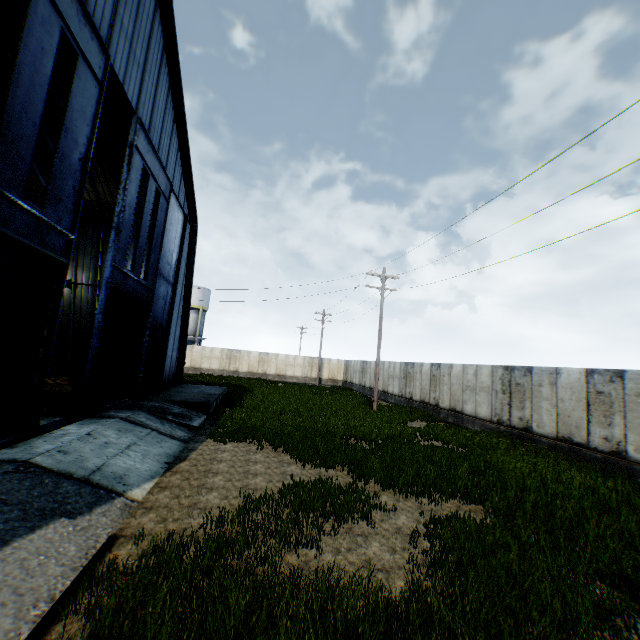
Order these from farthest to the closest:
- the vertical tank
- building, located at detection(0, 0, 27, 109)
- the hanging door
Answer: the vertical tank, building, located at detection(0, 0, 27, 109), the hanging door

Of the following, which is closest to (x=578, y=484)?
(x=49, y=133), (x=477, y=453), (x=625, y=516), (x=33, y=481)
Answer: (x=625, y=516)

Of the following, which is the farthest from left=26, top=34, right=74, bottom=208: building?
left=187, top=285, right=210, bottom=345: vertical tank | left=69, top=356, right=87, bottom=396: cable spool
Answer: left=187, top=285, right=210, bottom=345: vertical tank

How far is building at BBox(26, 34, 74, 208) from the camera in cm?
1432

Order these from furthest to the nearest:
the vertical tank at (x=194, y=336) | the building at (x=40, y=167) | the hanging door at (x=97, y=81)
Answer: the vertical tank at (x=194, y=336), the building at (x=40, y=167), the hanging door at (x=97, y=81)

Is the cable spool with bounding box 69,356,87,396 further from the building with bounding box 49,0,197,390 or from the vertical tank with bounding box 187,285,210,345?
the vertical tank with bounding box 187,285,210,345

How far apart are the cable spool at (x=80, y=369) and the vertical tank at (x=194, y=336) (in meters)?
32.74

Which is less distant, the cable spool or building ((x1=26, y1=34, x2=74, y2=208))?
the cable spool
